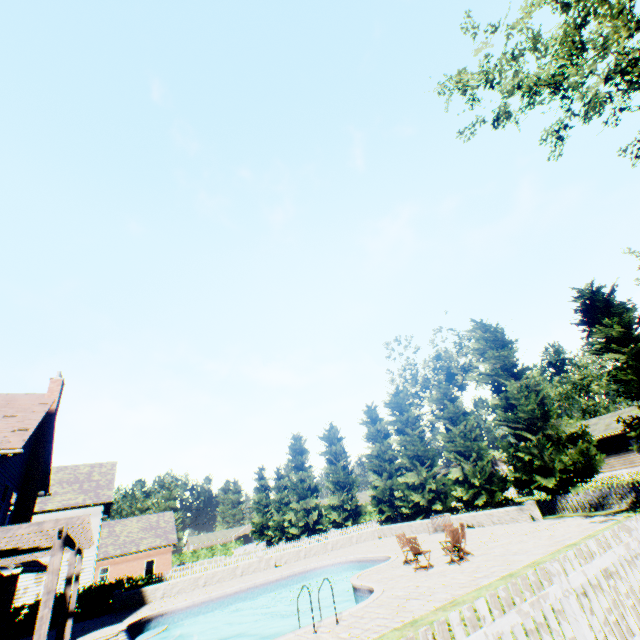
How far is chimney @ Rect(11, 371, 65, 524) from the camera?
15.4 meters

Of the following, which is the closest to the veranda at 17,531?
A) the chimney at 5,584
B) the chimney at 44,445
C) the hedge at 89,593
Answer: the chimney at 5,584

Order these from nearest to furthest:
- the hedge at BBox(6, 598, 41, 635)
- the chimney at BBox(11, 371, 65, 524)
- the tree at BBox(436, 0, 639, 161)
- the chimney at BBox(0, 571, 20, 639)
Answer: the tree at BBox(436, 0, 639, 161), the chimney at BBox(0, 571, 20, 639), the chimney at BBox(11, 371, 65, 524), the hedge at BBox(6, 598, 41, 635)

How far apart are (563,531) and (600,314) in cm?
1351

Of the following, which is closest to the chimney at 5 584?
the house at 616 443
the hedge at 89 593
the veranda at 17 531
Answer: the veranda at 17 531

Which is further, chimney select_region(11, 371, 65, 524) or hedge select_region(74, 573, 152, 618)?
hedge select_region(74, 573, 152, 618)

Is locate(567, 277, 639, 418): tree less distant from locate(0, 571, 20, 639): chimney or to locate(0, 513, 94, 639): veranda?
locate(0, 513, 94, 639): veranda

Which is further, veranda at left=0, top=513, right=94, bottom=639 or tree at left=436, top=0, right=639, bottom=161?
tree at left=436, top=0, right=639, bottom=161
